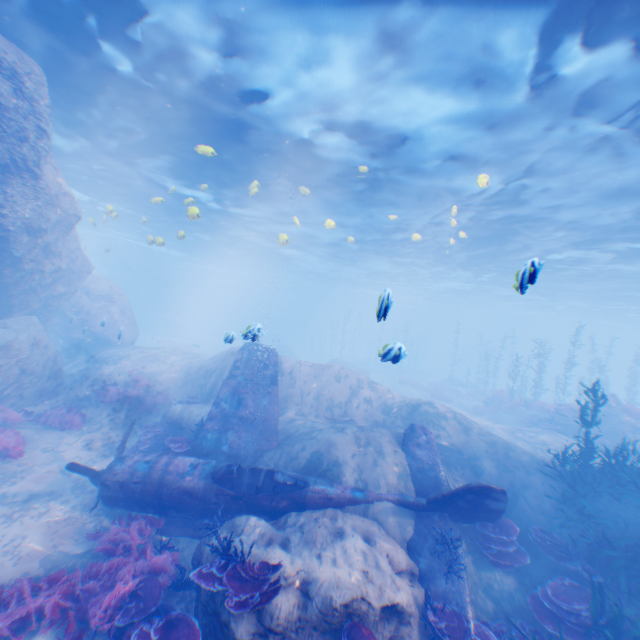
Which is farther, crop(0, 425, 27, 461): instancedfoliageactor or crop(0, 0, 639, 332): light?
crop(0, 425, 27, 461): instancedfoliageactor

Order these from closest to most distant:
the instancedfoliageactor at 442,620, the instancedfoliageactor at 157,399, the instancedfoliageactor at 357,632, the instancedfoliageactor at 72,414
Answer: the instancedfoliageactor at 357,632
the instancedfoliageactor at 442,620
the instancedfoliageactor at 72,414
the instancedfoliageactor at 157,399

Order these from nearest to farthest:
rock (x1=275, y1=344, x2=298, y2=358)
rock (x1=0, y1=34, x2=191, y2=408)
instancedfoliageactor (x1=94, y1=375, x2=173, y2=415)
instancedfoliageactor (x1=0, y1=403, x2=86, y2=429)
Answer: rock (x1=0, y1=34, x2=191, y2=408)
instancedfoliageactor (x1=0, y1=403, x2=86, y2=429)
instancedfoliageactor (x1=94, y1=375, x2=173, y2=415)
rock (x1=275, y1=344, x2=298, y2=358)

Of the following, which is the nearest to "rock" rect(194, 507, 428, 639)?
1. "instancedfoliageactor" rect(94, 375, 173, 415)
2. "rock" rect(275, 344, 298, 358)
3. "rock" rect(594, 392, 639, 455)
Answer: "instancedfoliageactor" rect(94, 375, 173, 415)

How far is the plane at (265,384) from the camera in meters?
7.8

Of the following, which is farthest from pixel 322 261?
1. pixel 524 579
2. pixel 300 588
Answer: pixel 300 588

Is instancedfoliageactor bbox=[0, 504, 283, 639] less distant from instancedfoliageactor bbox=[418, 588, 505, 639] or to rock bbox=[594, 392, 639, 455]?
instancedfoliageactor bbox=[418, 588, 505, 639]

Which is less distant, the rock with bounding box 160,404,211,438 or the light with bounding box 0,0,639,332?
the light with bounding box 0,0,639,332
